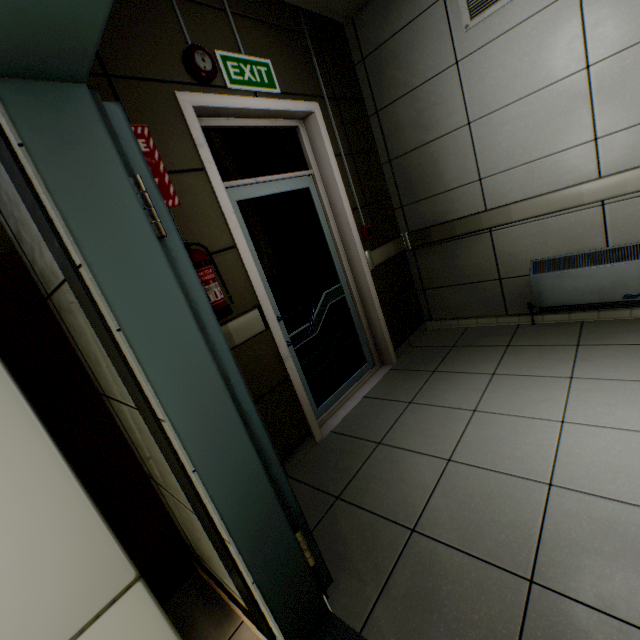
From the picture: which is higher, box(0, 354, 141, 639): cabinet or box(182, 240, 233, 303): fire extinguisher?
box(182, 240, 233, 303): fire extinguisher

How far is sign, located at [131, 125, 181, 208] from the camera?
1.8m

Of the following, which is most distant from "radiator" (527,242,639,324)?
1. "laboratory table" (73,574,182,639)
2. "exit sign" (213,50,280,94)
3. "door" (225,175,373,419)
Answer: "laboratory table" (73,574,182,639)

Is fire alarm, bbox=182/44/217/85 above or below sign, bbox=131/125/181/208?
above

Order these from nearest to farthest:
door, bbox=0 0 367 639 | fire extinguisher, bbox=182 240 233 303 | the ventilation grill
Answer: door, bbox=0 0 367 639 < fire extinguisher, bbox=182 240 233 303 < the ventilation grill

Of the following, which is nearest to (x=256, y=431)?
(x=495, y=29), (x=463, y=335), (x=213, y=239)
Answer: (x=213, y=239)

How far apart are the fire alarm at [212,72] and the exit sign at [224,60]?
0.1 meters

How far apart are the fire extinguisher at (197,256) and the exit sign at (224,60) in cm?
121
